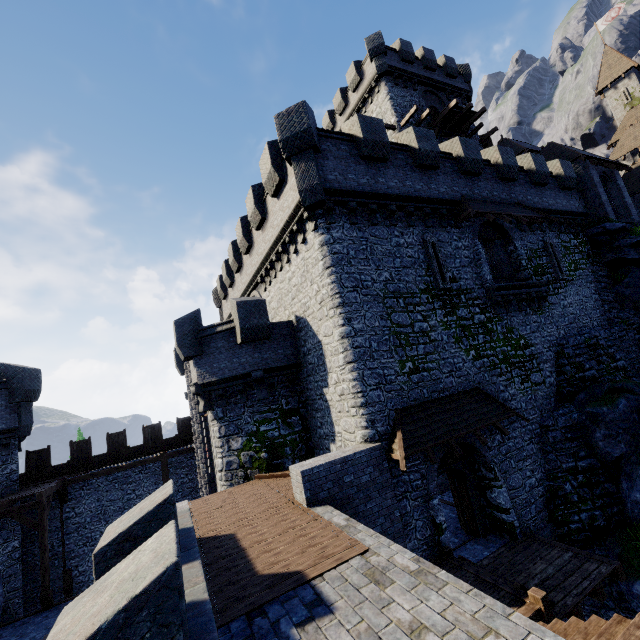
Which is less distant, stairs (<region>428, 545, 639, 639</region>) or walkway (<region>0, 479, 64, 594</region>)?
stairs (<region>428, 545, 639, 639</region>)

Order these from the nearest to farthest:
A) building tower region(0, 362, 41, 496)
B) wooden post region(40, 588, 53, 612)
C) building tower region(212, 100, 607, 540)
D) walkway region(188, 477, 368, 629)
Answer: walkway region(188, 477, 368, 629)
building tower region(212, 100, 607, 540)
wooden post region(40, 588, 53, 612)
building tower region(0, 362, 41, 496)

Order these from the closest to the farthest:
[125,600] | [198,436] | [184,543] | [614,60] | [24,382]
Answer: [125,600], [184,543], [198,436], [24,382], [614,60]

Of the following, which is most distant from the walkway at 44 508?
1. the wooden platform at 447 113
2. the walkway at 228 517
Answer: the wooden platform at 447 113

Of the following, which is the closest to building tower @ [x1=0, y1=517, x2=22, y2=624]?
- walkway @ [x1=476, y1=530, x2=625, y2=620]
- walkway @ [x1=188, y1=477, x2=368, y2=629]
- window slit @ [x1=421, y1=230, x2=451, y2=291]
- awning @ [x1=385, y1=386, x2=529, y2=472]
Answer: walkway @ [x1=188, y1=477, x2=368, y2=629]

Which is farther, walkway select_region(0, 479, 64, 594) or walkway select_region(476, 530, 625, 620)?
walkway select_region(0, 479, 64, 594)

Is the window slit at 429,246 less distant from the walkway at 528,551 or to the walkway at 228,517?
the walkway at 228,517

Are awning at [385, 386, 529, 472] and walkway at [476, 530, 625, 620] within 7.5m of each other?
yes
